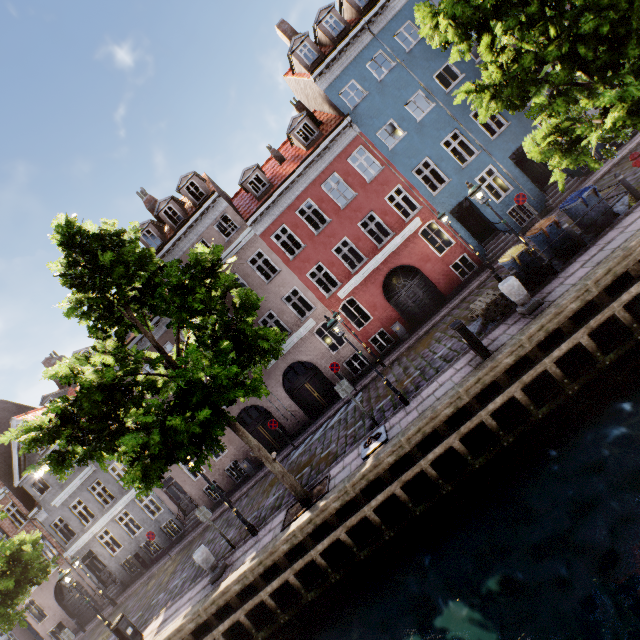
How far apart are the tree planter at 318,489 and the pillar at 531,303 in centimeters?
766cm

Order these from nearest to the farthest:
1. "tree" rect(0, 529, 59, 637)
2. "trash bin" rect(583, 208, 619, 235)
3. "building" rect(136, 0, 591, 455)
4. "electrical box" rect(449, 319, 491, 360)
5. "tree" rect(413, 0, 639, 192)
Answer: "tree" rect(413, 0, 639, 192), "electrical box" rect(449, 319, 491, 360), "trash bin" rect(583, 208, 619, 235), "tree" rect(0, 529, 59, 637), "building" rect(136, 0, 591, 455)

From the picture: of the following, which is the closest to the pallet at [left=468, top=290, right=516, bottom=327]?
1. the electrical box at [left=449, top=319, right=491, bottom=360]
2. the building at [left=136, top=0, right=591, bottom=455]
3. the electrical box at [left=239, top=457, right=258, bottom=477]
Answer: the electrical box at [left=449, top=319, right=491, bottom=360]

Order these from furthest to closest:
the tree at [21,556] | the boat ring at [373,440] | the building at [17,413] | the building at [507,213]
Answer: the building at [17,413] < the building at [507,213] < the tree at [21,556] < the boat ring at [373,440]

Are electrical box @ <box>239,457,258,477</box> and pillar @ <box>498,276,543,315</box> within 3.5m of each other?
no

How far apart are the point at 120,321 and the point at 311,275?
16.4m

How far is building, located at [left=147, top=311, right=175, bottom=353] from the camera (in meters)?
19.32

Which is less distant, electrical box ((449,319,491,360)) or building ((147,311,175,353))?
electrical box ((449,319,491,360))
